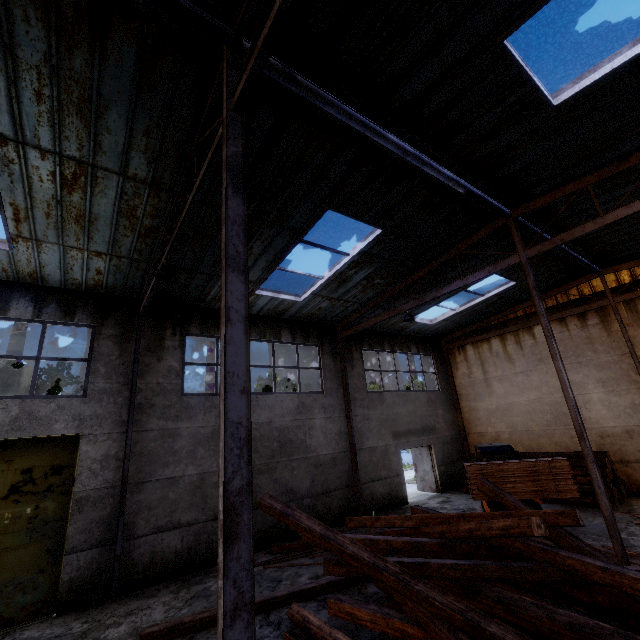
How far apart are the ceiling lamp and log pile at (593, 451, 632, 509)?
15.0m

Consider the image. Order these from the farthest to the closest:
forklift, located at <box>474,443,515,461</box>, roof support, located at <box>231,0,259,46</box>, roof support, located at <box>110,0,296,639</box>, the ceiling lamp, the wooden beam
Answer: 1. forklift, located at <box>474,443,515,461</box>
2. the wooden beam
3. the ceiling lamp
4. roof support, located at <box>231,0,259,46</box>
5. roof support, located at <box>110,0,296,639</box>

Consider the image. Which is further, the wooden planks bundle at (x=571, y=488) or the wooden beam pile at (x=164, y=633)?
the wooden planks bundle at (x=571, y=488)

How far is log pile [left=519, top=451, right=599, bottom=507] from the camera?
11.23m

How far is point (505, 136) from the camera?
6.4m

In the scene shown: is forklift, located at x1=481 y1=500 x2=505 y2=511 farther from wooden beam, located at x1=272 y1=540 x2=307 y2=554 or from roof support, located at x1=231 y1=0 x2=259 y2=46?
roof support, located at x1=231 y1=0 x2=259 y2=46

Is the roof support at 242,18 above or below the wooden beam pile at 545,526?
above

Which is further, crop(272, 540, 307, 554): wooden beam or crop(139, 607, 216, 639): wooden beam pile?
crop(272, 540, 307, 554): wooden beam
